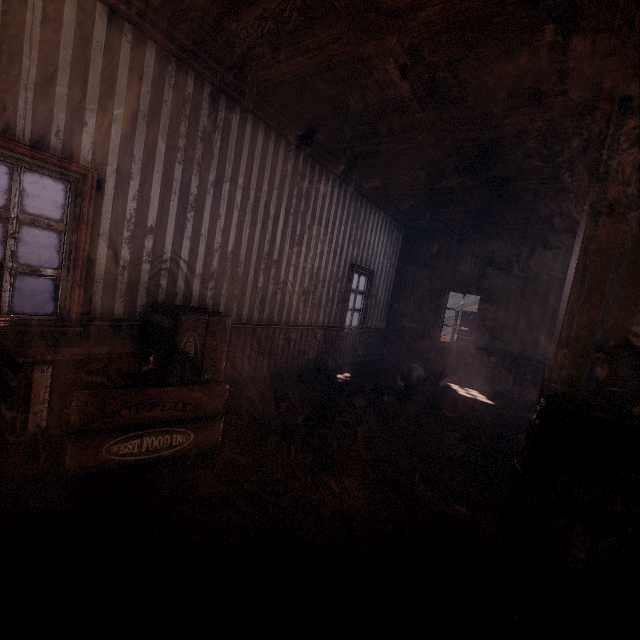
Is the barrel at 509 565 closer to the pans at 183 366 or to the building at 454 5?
the building at 454 5

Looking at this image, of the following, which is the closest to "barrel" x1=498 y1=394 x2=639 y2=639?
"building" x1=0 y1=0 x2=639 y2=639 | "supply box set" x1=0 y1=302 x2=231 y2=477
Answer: "building" x1=0 y1=0 x2=639 y2=639

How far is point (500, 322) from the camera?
7.5 meters

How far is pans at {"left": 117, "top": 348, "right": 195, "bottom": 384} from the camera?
2.5 meters

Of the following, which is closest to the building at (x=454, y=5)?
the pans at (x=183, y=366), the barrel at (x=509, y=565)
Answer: the barrel at (x=509, y=565)

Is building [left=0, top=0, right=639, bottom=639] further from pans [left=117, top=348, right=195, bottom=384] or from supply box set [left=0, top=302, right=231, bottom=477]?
pans [left=117, top=348, right=195, bottom=384]

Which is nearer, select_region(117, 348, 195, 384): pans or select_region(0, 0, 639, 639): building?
select_region(0, 0, 639, 639): building
